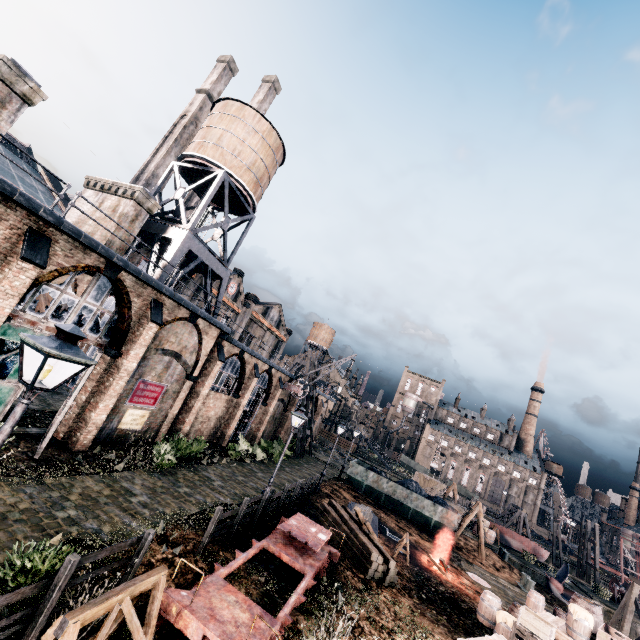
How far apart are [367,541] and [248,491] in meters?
7.6 m

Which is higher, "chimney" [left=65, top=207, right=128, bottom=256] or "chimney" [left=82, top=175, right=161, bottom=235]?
"chimney" [left=82, top=175, right=161, bottom=235]

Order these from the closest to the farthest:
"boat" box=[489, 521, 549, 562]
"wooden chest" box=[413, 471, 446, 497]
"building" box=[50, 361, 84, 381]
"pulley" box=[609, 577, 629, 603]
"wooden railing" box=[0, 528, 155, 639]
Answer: "wooden railing" box=[0, 528, 155, 639] < "building" box=[50, 361, 84, 381] < "pulley" box=[609, 577, 629, 603] < "boat" box=[489, 521, 549, 562] < "wooden chest" box=[413, 471, 446, 497]

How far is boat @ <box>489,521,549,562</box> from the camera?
38.3 meters

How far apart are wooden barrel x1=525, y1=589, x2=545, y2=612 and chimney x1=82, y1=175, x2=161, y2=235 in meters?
32.2

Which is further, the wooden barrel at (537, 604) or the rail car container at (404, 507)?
the rail car container at (404, 507)

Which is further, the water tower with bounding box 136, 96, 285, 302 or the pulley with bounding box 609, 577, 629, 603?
the pulley with bounding box 609, 577, 629, 603

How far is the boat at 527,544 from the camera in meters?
38.3
